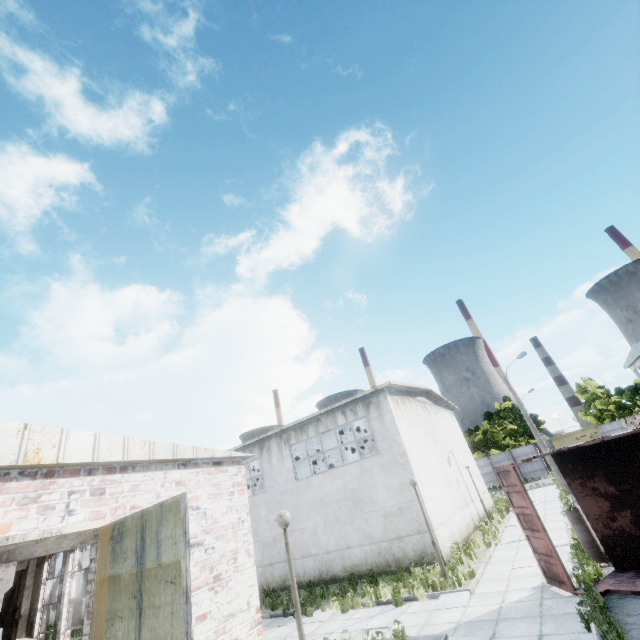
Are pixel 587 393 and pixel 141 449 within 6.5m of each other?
no

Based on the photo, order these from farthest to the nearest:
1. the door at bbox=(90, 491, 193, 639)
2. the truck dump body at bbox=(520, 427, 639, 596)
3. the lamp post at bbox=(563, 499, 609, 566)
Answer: the lamp post at bbox=(563, 499, 609, 566) < the truck dump body at bbox=(520, 427, 639, 596) < the door at bbox=(90, 491, 193, 639)

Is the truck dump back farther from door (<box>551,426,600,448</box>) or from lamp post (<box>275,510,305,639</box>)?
door (<box>551,426,600,448</box>)

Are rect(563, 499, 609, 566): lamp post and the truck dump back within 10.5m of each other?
yes

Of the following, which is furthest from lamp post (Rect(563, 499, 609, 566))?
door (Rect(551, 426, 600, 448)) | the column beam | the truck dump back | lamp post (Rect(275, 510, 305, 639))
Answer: door (Rect(551, 426, 600, 448))

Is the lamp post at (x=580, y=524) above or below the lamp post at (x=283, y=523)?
below

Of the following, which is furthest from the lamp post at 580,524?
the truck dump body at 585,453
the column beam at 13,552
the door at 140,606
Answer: the column beam at 13,552

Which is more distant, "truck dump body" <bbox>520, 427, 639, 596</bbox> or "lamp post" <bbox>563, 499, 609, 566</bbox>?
"lamp post" <bbox>563, 499, 609, 566</bbox>
